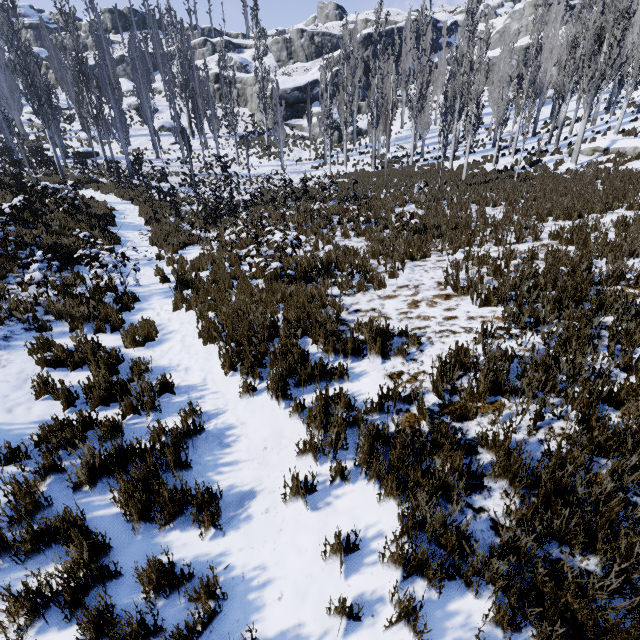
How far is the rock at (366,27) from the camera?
46.1m

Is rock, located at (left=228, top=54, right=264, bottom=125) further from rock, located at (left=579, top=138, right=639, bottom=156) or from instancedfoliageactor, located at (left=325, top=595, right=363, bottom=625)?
rock, located at (left=579, top=138, right=639, bottom=156)

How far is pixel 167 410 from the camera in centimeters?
484cm

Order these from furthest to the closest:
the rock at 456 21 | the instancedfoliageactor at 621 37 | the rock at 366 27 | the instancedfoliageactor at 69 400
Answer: the rock at 456 21
the rock at 366 27
the instancedfoliageactor at 621 37
the instancedfoliageactor at 69 400

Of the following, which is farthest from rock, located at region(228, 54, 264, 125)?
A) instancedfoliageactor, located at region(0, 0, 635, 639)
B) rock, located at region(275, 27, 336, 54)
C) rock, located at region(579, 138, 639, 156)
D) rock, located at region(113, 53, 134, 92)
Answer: rock, located at region(579, 138, 639, 156)

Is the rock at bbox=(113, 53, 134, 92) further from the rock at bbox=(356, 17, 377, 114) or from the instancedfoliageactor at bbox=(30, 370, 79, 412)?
the rock at bbox=(356, 17, 377, 114)

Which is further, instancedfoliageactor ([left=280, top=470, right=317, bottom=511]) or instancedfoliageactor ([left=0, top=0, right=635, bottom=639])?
instancedfoliageactor ([left=280, top=470, right=317, bottom=511])

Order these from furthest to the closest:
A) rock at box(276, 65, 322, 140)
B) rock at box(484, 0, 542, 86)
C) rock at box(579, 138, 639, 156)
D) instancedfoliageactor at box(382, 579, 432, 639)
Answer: rock at box(484, 0, 542, 86), rock at box(276, 65, 322, 140), rock at box(579, 138, 639, 156), instancedfoliageactor at box(382, 579, 432, 639)
